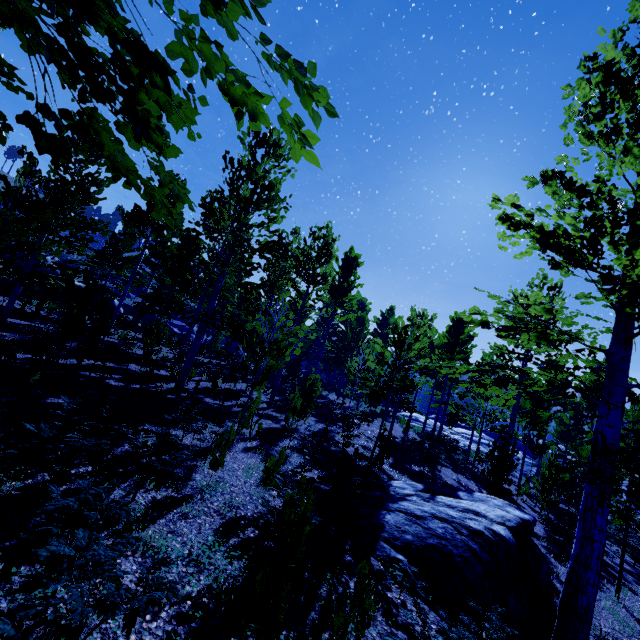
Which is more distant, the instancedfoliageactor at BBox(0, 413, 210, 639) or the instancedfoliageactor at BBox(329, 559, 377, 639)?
the instancedfoliageactor at BBox(329, 559, 377, 639)

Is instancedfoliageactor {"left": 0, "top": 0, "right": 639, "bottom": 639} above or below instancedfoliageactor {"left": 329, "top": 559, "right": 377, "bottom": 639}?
above

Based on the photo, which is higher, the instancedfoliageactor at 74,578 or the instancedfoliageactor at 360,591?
the instancedfoliageactor at 74,578

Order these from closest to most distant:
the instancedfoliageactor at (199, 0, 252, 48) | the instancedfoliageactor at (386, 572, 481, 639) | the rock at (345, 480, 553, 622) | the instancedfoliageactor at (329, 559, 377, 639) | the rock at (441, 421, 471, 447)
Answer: the instancedfoliageactor at (199, 0, 252, 48)
the instancedfoliageactor at (386, 572, 481, 639)
the instancedfoliageactor at (329, 559, 377, 639)
the rock at (345, 480, 553, 622)
the rock at (441, 421, 471, 447)

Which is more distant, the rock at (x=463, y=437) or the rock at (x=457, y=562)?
the rock at (x=463, y=437)

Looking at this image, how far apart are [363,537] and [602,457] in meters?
4.1

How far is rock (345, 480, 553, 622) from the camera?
5.3m
